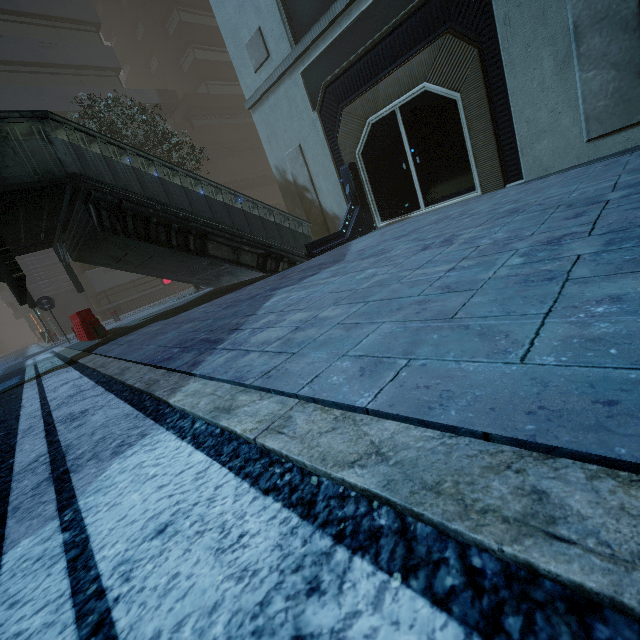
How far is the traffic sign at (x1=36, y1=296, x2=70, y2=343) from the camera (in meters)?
11.04

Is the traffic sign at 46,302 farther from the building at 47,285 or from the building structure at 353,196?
the building structure at 353,196

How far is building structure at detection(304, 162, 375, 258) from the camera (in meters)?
9.21

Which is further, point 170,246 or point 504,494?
point 170,246

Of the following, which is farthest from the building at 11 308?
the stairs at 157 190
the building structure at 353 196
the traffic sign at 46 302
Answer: the traffic sign at 46 302

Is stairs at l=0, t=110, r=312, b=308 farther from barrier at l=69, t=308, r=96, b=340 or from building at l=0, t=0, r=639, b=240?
building at l=0, t=0, r=639, b=240

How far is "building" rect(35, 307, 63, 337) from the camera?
23.2m
